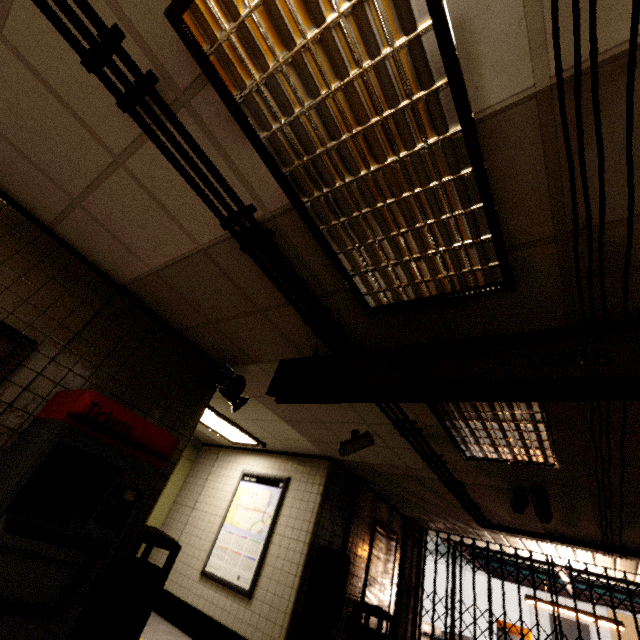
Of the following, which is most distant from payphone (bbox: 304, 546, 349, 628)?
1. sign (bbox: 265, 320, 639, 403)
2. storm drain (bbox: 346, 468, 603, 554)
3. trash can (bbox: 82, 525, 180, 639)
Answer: sign (bbox: 265, 320, 639, 403)

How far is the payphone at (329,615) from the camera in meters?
4.6

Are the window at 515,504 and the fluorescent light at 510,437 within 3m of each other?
yes

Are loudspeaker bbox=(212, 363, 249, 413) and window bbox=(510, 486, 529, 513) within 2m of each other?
no

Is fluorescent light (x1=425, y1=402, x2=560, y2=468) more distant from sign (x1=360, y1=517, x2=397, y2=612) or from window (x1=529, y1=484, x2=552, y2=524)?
sign (x1=360, y1=517, x2=397, y2=612)

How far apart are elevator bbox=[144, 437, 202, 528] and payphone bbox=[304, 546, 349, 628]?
3.9 meters

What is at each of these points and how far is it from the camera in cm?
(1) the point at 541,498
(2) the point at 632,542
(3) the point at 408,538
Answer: (1) window, 401
(2) storm drain, 479
(3) concrete pillar, 757

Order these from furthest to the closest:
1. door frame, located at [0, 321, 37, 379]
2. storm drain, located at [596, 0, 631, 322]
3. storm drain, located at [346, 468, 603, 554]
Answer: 1. storm drain, located at [346, 468, 603, 554]
2. door frame, located at [0, 321, 37, 379]
3. storm drain, located at [596, 0, 631, 322]
